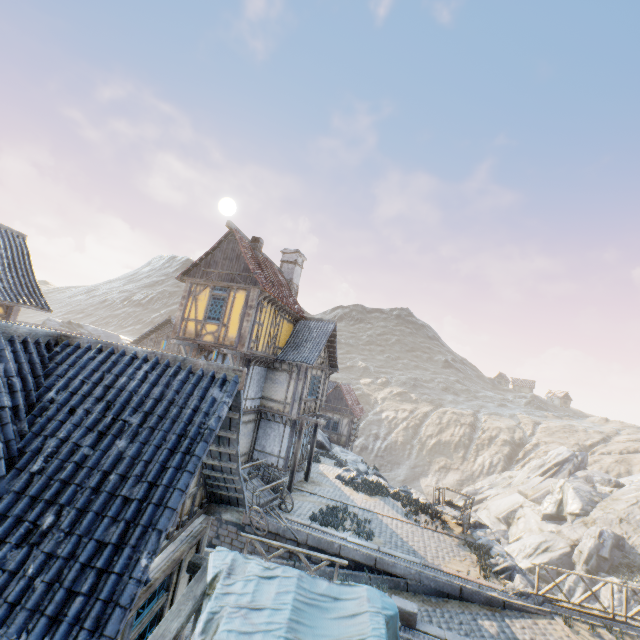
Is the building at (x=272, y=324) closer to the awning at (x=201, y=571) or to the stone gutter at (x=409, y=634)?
the stone gutter at (x=409, y=634)

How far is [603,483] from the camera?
34.2m

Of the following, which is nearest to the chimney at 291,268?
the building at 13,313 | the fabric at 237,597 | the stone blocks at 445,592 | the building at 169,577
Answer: the stone blocks at 445,592

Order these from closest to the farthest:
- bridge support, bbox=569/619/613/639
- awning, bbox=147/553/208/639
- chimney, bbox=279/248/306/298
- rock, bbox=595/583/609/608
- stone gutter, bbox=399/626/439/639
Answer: awning, bbox=147/553/208/639, stone gutter, bbox=399/626/439/639, bridge support, bbox=569/619/613/639, chimney, bbox=279/248/306/298, rock, bbox=595/583/609/608

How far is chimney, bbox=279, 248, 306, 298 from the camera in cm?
2244

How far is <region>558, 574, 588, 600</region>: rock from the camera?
24.8m

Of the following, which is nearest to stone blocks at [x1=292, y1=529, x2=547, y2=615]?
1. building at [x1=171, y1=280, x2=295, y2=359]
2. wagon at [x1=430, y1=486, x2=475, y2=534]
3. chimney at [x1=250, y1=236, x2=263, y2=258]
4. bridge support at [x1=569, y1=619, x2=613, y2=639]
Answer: bridge support at [x1=569, y1=619, x2=613, y2=639]

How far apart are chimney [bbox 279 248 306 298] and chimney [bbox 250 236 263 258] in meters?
4.6 m
